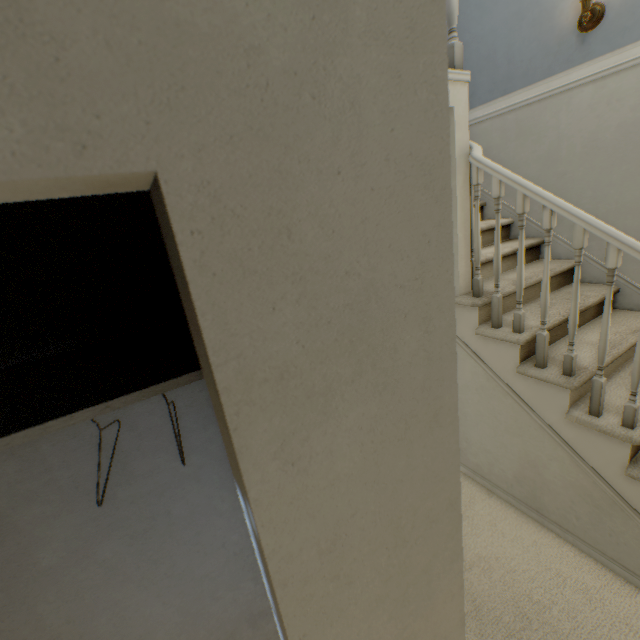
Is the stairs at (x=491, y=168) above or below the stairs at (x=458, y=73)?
below

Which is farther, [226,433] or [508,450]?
[508,450]

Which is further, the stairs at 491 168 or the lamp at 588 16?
the lamp at 588 16

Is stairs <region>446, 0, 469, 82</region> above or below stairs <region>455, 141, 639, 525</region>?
above

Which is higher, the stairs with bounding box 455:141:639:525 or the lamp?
the lamp

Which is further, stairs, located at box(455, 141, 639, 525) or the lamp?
the lamp
